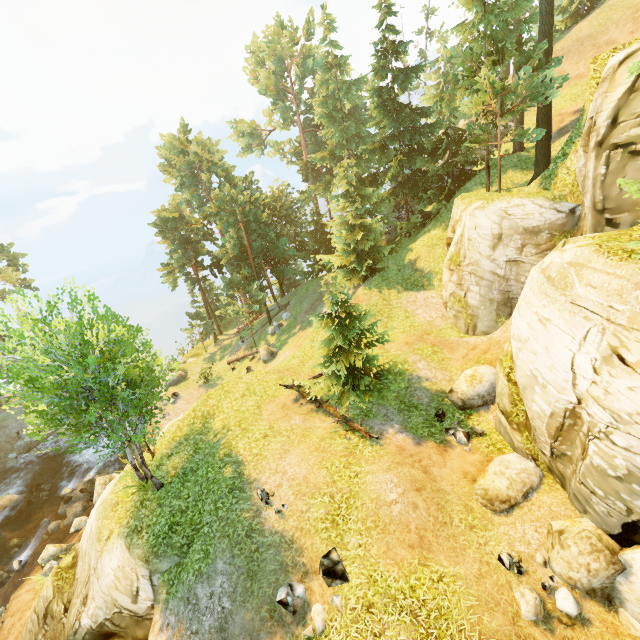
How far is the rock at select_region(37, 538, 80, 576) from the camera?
17.85m

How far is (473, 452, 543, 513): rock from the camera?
10.2m

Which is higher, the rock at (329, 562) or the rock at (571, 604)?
the rock at (329, 562)

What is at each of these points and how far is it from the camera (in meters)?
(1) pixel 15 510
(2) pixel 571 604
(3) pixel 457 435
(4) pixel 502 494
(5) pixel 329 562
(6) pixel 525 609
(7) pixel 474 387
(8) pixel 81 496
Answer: (1) rock, 24.14
(2) rock, 7.82
(3) rock, 13.10
(4) rock, 10.34
(5) rock, 9.47
(6) rock, 8.02
(7) rock, 14.41
(8) rock, 24.06

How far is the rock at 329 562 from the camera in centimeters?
919cm

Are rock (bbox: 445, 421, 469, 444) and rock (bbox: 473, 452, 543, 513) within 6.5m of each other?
yes

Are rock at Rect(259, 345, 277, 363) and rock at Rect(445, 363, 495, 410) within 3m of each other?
no

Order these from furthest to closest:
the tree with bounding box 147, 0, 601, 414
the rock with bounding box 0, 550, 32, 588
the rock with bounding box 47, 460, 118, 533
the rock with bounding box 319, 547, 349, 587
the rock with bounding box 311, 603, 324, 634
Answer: the rock with bounding box 47, 460, 118, 533
the rock with bounding box 0, 550, 32, 588
the tree with bounding box 147, 0, 601, 414
the rock with bounding box 319, 547, 349, 587
the rock with bounding box 311, 603, 324, 634
